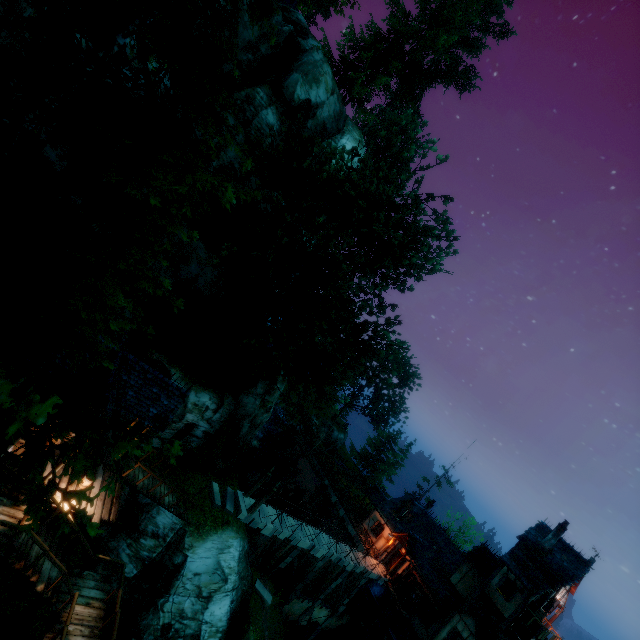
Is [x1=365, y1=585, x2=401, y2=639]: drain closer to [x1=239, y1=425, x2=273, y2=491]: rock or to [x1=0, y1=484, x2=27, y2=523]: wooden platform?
[x1=239, y1=425, x2=273, y2=491]: rock

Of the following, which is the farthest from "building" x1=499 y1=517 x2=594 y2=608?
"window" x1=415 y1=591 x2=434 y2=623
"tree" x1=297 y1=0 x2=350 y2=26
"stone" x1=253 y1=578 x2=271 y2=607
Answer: "tree" x1=297 y1=0 x2=350 y2=26

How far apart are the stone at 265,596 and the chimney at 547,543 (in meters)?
21.10

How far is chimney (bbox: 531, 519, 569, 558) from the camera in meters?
25.8 m

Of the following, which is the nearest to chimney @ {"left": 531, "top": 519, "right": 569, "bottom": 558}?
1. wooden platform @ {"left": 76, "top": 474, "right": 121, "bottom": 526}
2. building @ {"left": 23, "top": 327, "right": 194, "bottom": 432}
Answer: wooden platform @ {"left": 76, "top": 474, "right": 121, "bottom": 526}

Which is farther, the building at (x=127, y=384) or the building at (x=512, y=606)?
the building at (x=512, y=606)

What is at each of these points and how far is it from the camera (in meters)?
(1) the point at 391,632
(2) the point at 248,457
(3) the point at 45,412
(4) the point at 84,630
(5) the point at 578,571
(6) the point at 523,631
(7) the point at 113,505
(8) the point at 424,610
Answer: (1) drain, 26.25
(2) rock, 29.89
(3) tree, 2.21
(4) wooden platform, 10.66
(5) building, 24.75
(6) tower, 23.48
(7) wooden platform, 13.00
(8) window, 27.27

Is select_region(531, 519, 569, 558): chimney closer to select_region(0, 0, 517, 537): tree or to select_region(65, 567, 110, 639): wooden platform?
select_region(0, 0, 517, 537): tree
